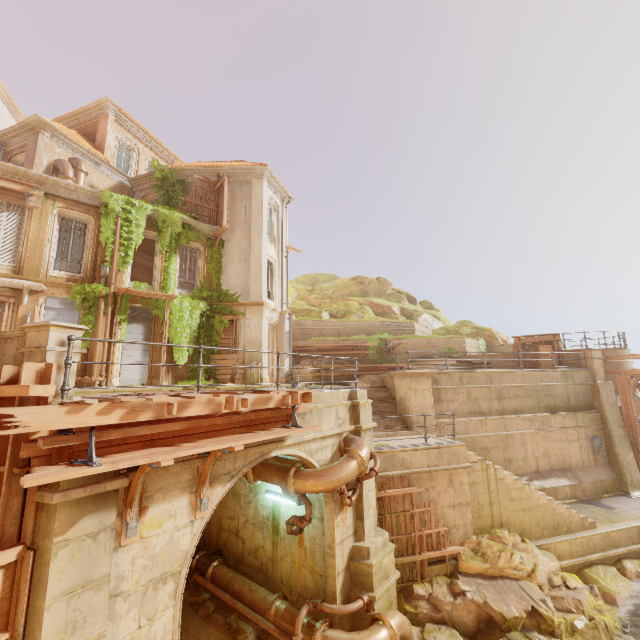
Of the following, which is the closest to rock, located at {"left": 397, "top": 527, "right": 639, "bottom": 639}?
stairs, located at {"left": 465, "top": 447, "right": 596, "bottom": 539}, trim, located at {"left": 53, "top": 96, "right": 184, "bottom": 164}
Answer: stairs, located at {"left": 465, "top": 447, "right": 596, "bottom": 539}

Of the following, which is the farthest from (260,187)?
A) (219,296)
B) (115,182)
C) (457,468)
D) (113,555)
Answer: (113,555)

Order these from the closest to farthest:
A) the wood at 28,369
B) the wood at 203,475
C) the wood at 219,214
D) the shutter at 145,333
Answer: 1. the wood at 28,369
2. the wood at 203,475
3. the shutter at 145,333
4. the wood at 219,214

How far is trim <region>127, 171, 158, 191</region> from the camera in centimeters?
1967cm

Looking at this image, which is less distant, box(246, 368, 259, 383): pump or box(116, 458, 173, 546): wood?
box(116, 458, 173, 546): wood

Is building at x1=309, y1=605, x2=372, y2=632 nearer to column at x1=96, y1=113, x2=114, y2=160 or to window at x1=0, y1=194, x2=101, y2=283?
window at x1=0, y1=194, x2=101, y2=283

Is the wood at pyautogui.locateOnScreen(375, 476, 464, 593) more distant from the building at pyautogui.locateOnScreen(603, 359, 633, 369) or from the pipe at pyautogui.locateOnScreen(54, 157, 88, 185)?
the pipe at pyautogui.locateOnScreen(54, 157, 88, 185)

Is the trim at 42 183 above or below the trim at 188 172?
below
